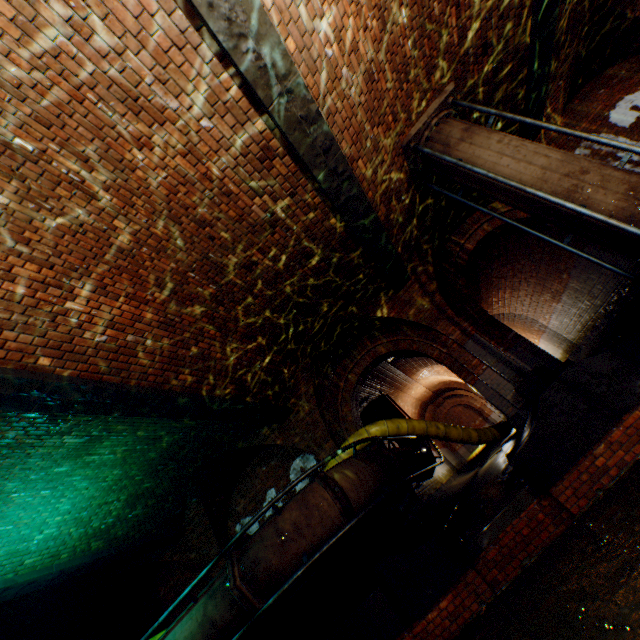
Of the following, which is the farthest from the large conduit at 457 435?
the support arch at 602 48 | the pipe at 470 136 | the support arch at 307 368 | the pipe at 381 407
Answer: the support arch at 602 48

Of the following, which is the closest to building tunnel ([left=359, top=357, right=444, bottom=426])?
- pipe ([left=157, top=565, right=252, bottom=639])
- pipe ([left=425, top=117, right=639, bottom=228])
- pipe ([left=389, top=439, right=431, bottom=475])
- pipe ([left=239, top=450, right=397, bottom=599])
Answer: pipe ([left=389, top=439, right=431, bottom=475])

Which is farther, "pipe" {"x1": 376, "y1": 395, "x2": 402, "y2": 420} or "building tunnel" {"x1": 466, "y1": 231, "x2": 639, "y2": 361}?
"pipe" {"x1": 376, "y1": 395, "x2": 402, "y2": 420}

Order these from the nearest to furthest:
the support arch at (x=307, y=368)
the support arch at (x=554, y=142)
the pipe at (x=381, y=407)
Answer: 1. the support arch at (x=554, y=142)
2. the support arch at (x=307, y=368)
3. the pipe at (x=381, y=407)

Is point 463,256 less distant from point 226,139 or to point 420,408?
point 226,139

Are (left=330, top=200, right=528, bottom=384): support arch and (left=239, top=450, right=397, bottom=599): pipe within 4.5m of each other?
yes

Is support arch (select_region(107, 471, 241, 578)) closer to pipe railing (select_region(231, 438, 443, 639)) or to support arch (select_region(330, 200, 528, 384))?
pipe railing (select_region(231, 438, 443, 639))

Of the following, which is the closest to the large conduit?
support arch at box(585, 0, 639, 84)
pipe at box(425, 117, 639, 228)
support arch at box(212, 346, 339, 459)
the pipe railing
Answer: the pipe railing
